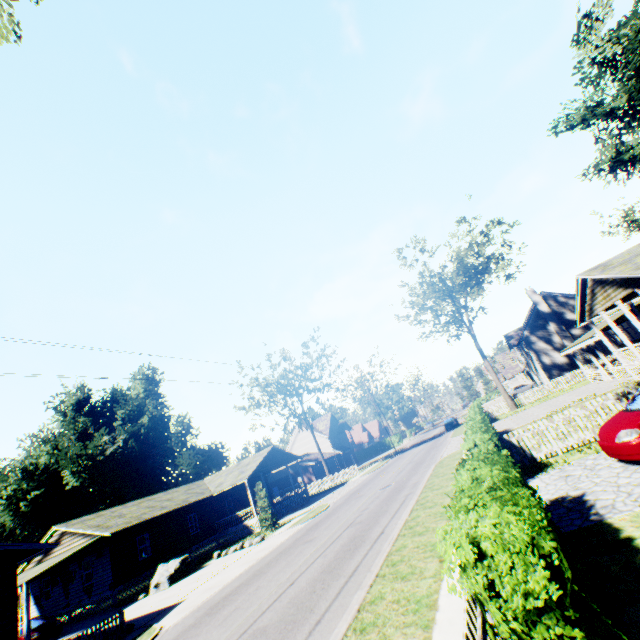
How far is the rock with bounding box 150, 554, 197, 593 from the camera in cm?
2080

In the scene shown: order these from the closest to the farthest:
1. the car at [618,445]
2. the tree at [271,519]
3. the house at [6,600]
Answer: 1. the car at [618,445]
2. the house at [6,600]
3. the tree at [271,519]

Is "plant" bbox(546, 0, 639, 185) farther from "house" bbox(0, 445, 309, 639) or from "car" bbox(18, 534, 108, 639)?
"car" bbox(18, 534, 108, 639)

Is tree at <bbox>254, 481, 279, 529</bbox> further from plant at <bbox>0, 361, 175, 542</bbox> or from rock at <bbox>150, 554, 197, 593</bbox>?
plant at <bbox>0, 361, 175, 542</bbox>

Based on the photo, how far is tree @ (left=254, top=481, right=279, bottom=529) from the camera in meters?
25.2

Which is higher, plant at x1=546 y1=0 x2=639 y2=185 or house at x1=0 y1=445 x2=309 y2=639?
plant at x1=546 y1=0 x2=639 y2=185

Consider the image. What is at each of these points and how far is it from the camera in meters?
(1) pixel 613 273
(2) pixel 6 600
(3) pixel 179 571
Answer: (1) flat, 15.5
(2) house, 12.8
(3) rock, 21.4

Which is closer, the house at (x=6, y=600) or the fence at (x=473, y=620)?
the fence at (x=473, y=620)
